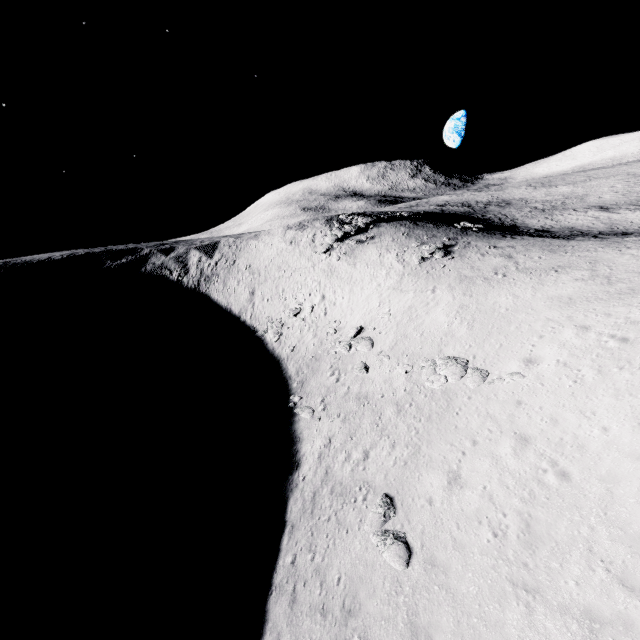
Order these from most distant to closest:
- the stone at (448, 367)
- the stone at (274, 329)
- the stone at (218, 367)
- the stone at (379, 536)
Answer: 1. the stone at (274, 329)
2. the stone at (218, 367)
3. the stone at (448, 367)
4. the stone at (379, 536)

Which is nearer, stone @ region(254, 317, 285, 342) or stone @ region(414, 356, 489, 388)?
stone @ region(414, 356, 489, 388)

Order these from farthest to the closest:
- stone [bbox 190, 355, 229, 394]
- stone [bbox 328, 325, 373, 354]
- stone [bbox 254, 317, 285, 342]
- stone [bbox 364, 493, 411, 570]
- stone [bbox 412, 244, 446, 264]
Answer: stone [bbox 254, 317, 285, 342] → stone [bbox 412, 244, 446, 264] → stone [bbox 190, 355, 229, 394] → stone [bbox 328, 325, 373, 354] → stone [bbox 364, 493, 411, 570]

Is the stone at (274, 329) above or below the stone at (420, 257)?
below

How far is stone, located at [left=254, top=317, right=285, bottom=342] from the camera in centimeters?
3472cm

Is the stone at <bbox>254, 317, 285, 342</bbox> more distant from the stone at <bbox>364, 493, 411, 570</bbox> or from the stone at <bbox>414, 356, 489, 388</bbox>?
the stone at <bbox>364, 493, 411, 570</bbox>

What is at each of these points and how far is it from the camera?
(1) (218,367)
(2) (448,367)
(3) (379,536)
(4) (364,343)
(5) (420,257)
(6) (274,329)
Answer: (1) stone, 33.3m
(2) stone, 20.3m
(3) stone, 12.3m
(4) stone, 27.9m
(5) stone, 34.5m
(6) stone, 35.5m

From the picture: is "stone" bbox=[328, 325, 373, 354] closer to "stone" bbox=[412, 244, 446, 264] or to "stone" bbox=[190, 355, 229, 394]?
"stone" bbox=[412, 244, 446, 264]
